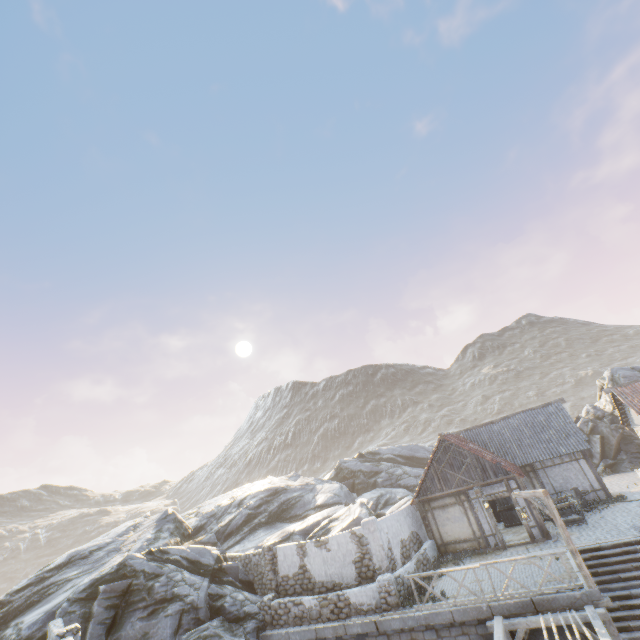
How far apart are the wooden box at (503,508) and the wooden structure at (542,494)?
8.8 meters

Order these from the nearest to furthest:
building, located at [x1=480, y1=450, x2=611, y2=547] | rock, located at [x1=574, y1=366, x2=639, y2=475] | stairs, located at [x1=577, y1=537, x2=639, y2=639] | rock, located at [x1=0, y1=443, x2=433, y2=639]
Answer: stairs, located at [x1=577, y1=537, x2=639, y2=639] → rock, located at [x1=0, y1=443, x2=433, y2=639] → building, located at [x1=480, y1=450, x2=611, y2=547] → rock, located at [x1=574, y1=366, x2=639, y2=475]

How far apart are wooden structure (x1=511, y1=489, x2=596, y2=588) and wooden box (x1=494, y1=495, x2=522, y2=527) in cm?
883

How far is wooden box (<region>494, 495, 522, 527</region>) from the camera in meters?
19.7 m

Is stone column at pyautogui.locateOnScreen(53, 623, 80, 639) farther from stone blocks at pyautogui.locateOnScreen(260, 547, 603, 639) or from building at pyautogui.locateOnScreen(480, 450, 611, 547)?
building at pyautogui.locateOnScreen(480, 450, 611, 547)

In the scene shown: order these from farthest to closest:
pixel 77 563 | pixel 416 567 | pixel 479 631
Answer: pixel 77 563 < pixel 416 567 < pixel 479 631

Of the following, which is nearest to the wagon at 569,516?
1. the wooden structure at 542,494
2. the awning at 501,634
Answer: the wooden structure at 542,494

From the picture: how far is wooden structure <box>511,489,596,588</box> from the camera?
10.74m
